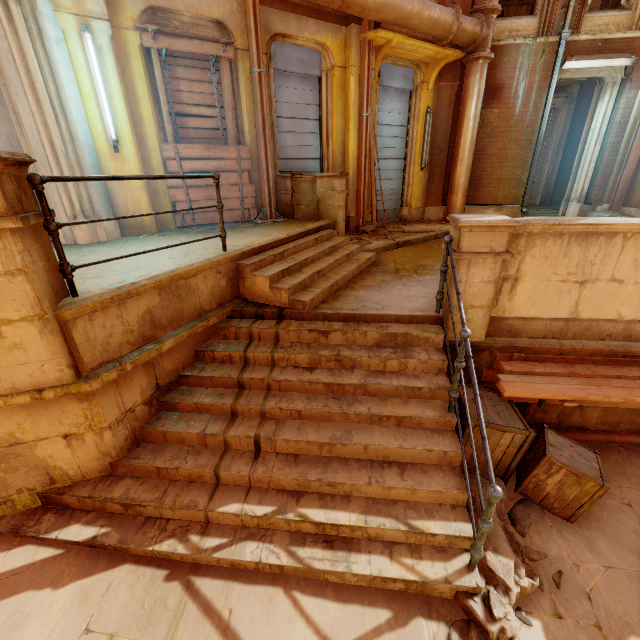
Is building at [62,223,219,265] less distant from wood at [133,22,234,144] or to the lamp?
wood at [133,22,234,144]

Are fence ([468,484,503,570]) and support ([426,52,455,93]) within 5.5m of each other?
no

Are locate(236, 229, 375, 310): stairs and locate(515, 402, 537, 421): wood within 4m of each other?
yes

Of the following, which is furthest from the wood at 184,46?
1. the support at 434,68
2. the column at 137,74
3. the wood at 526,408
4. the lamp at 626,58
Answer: the lamp at 626,58

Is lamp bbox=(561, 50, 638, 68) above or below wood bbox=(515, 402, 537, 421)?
above

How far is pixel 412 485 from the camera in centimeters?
307cm

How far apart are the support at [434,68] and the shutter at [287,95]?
3.31m

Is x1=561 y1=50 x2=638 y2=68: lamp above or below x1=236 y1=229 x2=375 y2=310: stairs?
above
